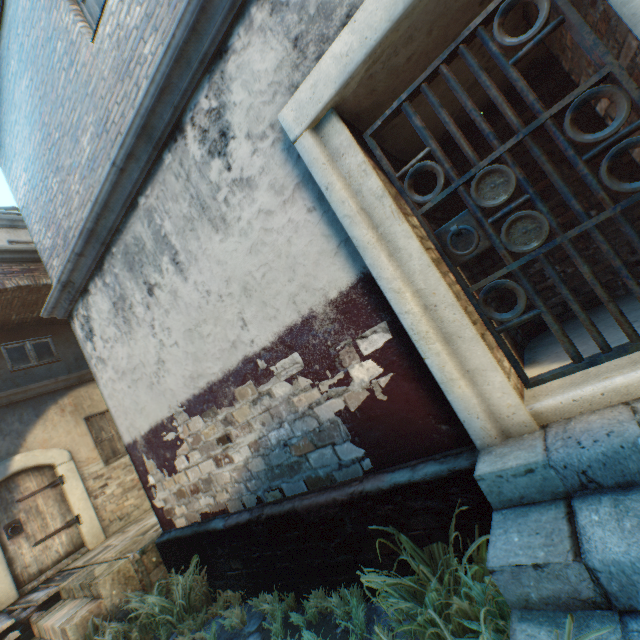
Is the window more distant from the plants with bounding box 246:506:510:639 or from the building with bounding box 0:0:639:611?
the plants with bounding box 246:506:510:639

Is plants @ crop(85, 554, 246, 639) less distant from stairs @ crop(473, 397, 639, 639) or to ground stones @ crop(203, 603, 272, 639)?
ground stones @ crop(203, 603, 272, 639)

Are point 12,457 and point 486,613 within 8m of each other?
no

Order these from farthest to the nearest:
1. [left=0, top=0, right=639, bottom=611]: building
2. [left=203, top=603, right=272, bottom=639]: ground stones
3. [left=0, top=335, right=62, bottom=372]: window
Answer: [left=0, top=335, right=62, bottom=372]: window, [left=203, top=603, right=272, bottom=639]: ground stones, [left=0, top=0, right=639, bottom=611]: building

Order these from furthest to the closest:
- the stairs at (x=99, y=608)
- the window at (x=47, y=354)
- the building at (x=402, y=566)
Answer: the window at (x=47, y=354) → the stairs at (x=99, y=608) → the building at (x=402, y=566)

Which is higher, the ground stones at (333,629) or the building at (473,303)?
the building at (473,303)

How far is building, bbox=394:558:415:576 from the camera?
2.5m

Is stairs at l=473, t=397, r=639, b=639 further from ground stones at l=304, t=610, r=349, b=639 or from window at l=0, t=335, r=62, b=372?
window at l=0, t=335, r=62, b=372
